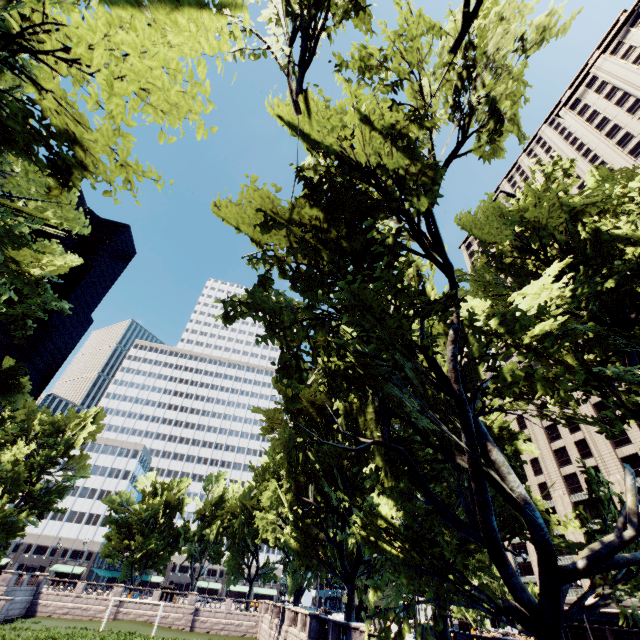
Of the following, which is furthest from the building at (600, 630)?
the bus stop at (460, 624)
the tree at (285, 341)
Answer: the bus stop at (460, 624)

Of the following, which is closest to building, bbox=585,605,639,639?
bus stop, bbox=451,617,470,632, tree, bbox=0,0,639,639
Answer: tree, bbox=0,0,639,639

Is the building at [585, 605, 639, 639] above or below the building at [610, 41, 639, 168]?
below

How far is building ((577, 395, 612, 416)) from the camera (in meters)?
49.59

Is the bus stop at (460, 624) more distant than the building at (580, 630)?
Yes

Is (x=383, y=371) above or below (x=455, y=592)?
above

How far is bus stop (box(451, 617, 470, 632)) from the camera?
51.8 meters

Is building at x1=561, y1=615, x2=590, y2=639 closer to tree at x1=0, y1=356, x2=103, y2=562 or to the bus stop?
tree at x1=0, y1=356, x2=103, y2=562
